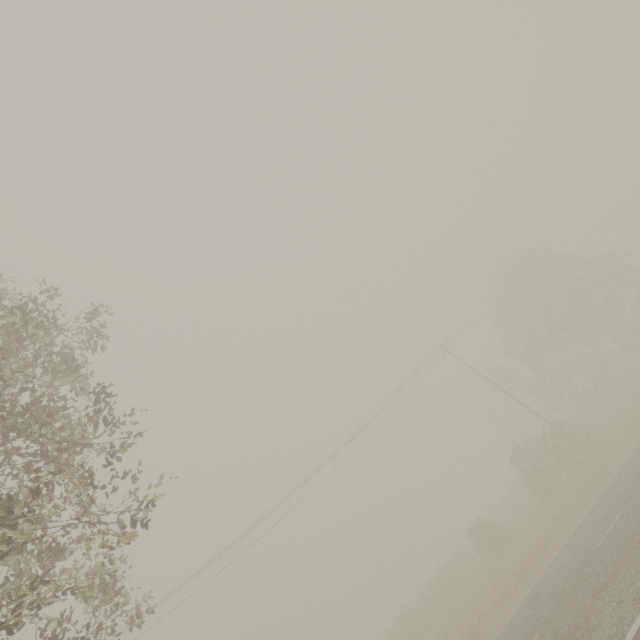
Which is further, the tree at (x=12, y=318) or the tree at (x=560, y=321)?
the tree at (x=560, y=321)

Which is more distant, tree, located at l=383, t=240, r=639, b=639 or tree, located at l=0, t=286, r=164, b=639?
tree, located at l=383, t=240, r=639, b=639

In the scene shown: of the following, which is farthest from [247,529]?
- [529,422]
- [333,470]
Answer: [529,422]
